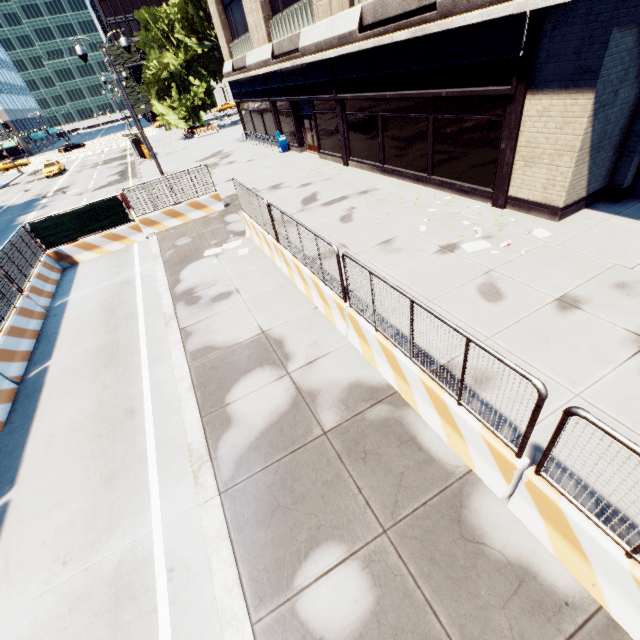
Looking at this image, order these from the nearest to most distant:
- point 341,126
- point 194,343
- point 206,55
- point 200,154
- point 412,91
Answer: point 194,343 → point 412,91 → point 341,126 → point 200,154 → point 206,55

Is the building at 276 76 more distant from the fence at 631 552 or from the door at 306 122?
the fence at 631 552

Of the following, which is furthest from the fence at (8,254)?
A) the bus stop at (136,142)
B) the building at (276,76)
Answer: the bus stop at (136,142)

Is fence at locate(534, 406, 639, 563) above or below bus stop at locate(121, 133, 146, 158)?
below

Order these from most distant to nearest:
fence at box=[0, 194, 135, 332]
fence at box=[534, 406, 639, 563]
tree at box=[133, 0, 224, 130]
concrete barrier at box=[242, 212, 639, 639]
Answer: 1. tree at box=[133, 0, 224, 130]
2. fence at box=[0, 194, 135, 332]
3. concrete barrier at box=[242, 212, 639, 639]
4. fence at box=[534, 406, 639, 563]

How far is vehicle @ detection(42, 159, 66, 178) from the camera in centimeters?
3812cm

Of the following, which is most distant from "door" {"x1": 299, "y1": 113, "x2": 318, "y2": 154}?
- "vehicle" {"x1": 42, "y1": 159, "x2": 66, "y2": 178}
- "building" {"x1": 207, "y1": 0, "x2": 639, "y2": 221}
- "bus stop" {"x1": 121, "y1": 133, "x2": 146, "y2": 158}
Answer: "vehicle" {"x1": 42, "y1": 159, "x2": 66, "y2": 178}

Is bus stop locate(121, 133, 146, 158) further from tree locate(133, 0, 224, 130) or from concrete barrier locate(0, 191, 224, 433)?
concrete barrier locate(0, 191, 224, 433)
